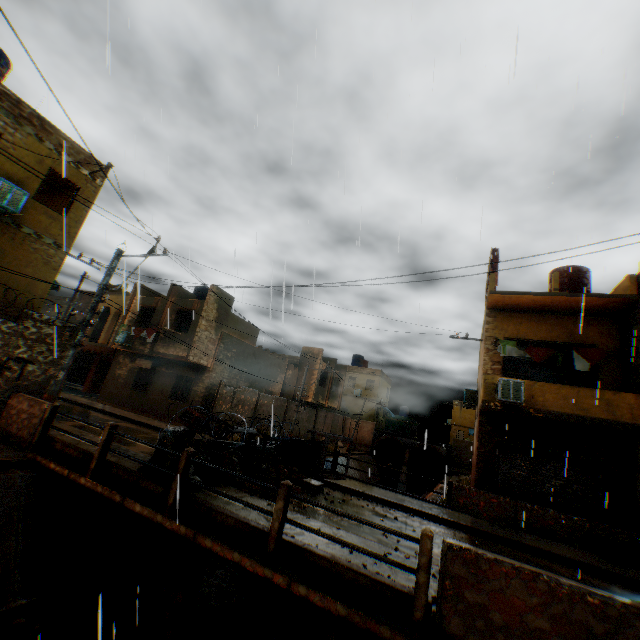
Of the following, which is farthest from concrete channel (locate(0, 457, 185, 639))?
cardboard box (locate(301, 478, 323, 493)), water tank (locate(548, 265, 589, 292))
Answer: water tank (locate(548, 265, 589, 292))

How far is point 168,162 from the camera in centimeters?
719cm

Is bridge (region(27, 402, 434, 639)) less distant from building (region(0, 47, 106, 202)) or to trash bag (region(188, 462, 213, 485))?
trash bag (region(188, 462, 213, 485))

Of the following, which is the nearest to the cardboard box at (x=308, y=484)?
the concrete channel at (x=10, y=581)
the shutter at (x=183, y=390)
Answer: the concrete channel at (x=10, y=581)

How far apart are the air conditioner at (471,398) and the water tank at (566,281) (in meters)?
6.17

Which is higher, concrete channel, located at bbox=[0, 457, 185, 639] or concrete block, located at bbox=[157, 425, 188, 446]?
concrete block, located at bbox=[157, 425, 188, 446]

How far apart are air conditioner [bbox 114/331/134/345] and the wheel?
15.5 meters

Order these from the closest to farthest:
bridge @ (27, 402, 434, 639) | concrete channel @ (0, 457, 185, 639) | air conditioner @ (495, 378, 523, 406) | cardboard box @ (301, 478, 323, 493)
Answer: bridge @ (27, 402, 434, 639) < concrete channel @ (0, 457, 185, 639) < cardboard box @ (301, 478, 323, 493) < air conditioner @ (495, 378, 523, 406)
